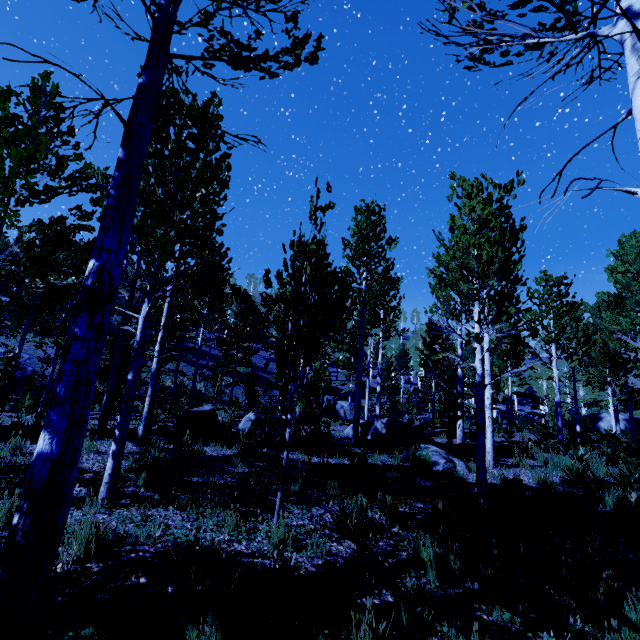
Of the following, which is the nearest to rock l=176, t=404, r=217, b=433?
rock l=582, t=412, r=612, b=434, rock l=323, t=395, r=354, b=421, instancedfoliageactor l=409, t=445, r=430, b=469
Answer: instancedfoliageactor l=409, t=445, r=430, b=469

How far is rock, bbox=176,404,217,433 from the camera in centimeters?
938cm

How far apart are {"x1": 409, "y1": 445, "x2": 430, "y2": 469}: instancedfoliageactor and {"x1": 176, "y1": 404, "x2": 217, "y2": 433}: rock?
5.4 meters

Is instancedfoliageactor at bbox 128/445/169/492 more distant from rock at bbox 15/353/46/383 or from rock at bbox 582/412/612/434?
rock at bbox 582/412/612/434

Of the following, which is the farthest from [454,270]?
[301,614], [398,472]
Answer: [301,614]

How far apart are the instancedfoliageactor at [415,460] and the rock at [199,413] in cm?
543

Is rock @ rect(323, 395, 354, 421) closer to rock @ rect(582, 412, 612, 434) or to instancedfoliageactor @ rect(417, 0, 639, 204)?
instancedfoliageactor @ rect(417, 0, 639, 204)

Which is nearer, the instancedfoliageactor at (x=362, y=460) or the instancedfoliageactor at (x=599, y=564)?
the instancedfoliageactor at (x=599, y=564)
